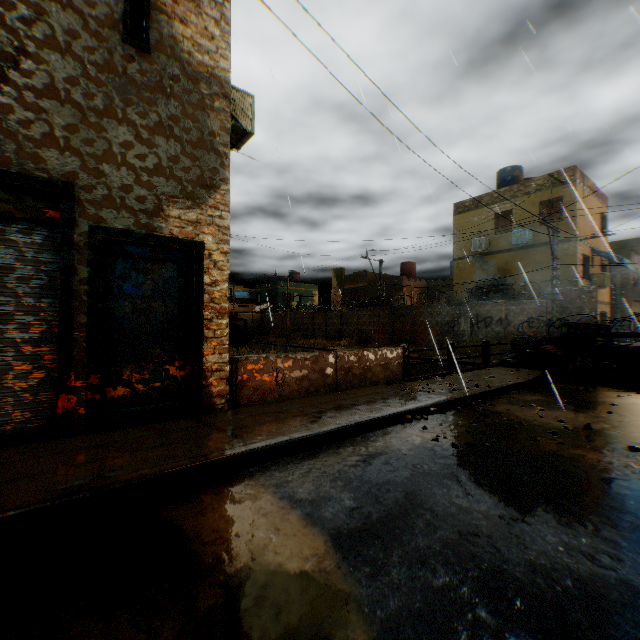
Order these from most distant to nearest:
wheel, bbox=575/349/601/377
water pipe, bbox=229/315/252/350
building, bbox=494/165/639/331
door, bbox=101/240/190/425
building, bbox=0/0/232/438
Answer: water pipe, bbox=229/315/252/350, building, bbox=494/165/639/331, wheel, bbox=575/349/601/377, door, bbox=101/240/190/425, building, bbox=0/0/232/438

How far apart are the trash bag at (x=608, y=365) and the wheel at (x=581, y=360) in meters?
0.1

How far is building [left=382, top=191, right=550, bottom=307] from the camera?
18.6 meters

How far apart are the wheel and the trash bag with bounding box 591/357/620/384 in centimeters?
13cm

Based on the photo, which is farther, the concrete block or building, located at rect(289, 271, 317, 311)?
building, located at rect(289, 271, 317, 311)

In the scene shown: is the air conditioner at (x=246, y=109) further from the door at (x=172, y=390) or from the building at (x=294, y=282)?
the door at (x=172, y=390)

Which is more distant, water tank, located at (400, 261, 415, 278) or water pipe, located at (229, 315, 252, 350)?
water pipe, located at (229, 315, 252, 350)

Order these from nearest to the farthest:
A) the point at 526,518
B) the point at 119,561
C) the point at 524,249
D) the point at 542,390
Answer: the point at 119,561 < the point at 526,518 < the point at 542,390 < the point at 524,249
